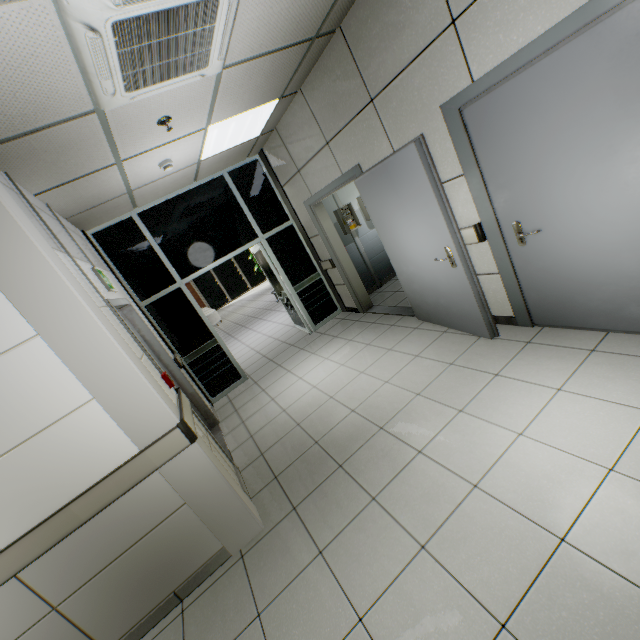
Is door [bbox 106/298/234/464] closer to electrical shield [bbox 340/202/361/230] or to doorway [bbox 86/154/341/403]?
doorway [bbox 86/154/341/403]

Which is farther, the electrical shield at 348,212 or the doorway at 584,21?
the electrical shield at 348,212

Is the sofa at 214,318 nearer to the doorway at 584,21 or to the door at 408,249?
the door at 408,249

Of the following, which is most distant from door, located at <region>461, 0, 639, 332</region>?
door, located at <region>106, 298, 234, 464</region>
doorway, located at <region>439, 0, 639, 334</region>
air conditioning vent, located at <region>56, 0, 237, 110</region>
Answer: door, located at <region>106, 298, 234, 464</region>

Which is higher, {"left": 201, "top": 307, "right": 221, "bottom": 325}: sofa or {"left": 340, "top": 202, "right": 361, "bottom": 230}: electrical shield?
{"left": 340, "top": 202, "right": 361, "bottom": 230}: electrical shield

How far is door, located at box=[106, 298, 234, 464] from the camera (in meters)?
3.24

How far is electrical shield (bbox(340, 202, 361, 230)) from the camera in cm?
621

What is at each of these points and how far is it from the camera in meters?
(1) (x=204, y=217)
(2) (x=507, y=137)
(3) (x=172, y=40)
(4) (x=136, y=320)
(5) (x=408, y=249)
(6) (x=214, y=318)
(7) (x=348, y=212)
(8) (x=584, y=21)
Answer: (1) doorway, 5.4
(2) door, 2.4
(3) air conditioning vent, 2.0
(4) door, 4.2
(5) door, 3.7
(6) sofa, 12.7
(7) electrical shield, 6.2
(8) doorway, 1.8
